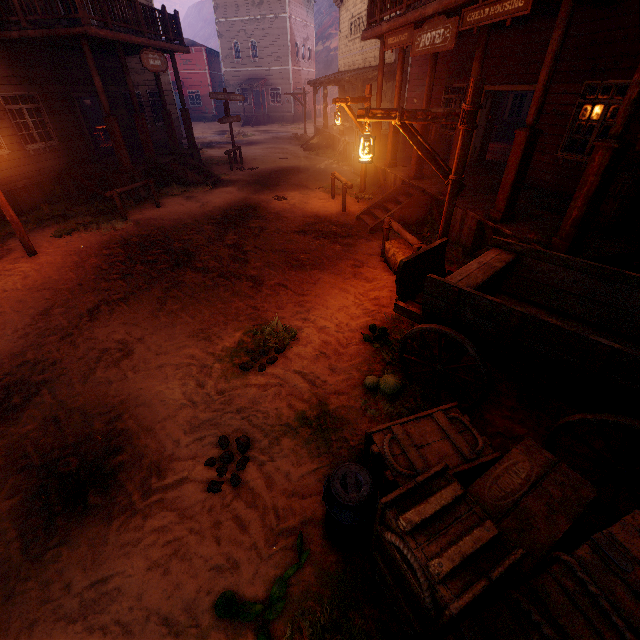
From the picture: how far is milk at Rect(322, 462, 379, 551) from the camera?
2.5m

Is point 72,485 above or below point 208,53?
below

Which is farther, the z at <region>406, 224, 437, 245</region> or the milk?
the z at <region>406, 224, 437, 245</region>

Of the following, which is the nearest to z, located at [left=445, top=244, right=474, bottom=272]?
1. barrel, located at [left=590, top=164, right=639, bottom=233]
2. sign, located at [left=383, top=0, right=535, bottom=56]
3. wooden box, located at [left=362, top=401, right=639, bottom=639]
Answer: wooden box, located at [left=362, top=401, right=639, bottom=639]

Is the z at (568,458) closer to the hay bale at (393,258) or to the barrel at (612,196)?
the hay bale at (393,258)

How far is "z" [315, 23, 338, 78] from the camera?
53.50m

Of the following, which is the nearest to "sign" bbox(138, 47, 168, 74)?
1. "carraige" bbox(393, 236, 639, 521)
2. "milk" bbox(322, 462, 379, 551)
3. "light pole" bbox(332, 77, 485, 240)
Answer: "light pole" bbox(332, 77, 485, 240)

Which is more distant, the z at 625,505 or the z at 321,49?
the z at 321,49
